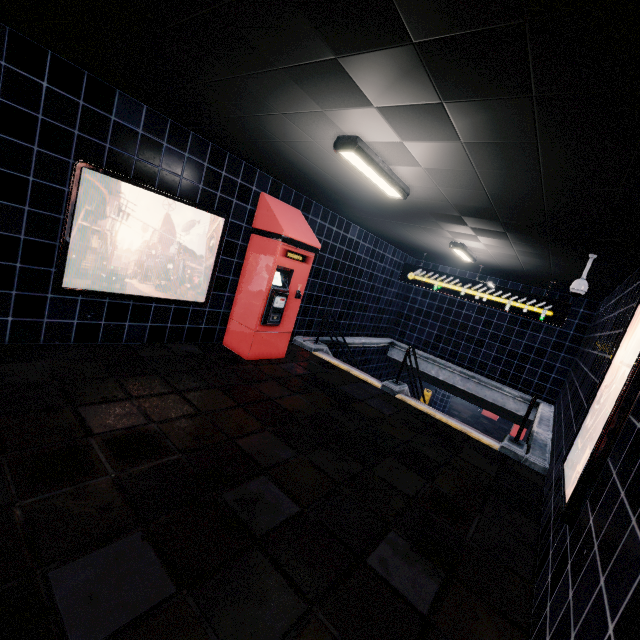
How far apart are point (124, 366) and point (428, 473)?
3.7m
